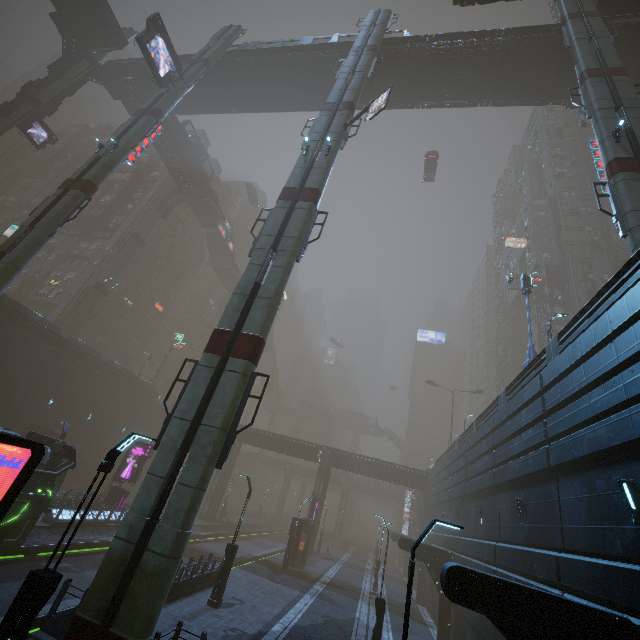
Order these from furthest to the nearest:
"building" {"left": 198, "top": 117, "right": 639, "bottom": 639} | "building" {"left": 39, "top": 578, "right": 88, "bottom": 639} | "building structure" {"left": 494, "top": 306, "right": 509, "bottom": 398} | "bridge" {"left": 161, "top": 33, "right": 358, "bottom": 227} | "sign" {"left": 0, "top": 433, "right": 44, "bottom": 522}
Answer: "building structure" {"left": 494, "top": 306, "right": 509, "bottom": 398}
"bridge" {"left": 161, "top": 33, "right": 358, "bottom": 227}
"building" {"left": 39, "top": 578, "right": 88, "bottom": 639}
"building" {"left": 198, "top": 117, "right": 639, "bottom": 639}
"sign" {"left": 0, "top": 433, "right": 44, "bottom": 522}

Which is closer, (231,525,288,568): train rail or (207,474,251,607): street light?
(207,474,251,607): street light

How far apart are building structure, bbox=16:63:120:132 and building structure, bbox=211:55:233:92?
14.5m

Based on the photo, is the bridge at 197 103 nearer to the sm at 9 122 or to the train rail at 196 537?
the sm at 9 122

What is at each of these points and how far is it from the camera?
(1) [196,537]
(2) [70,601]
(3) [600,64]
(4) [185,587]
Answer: (1) train rail, 33.1 meters
(2) train rail, 12.6 meters
(3) sm, 19.2 meters
(4) building, 15.4 meters

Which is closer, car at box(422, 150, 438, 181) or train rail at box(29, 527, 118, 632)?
train rail at box(29, 527, 118, 632)

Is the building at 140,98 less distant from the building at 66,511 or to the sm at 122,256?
the sm at 122,256

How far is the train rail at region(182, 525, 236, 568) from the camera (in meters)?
28.34
